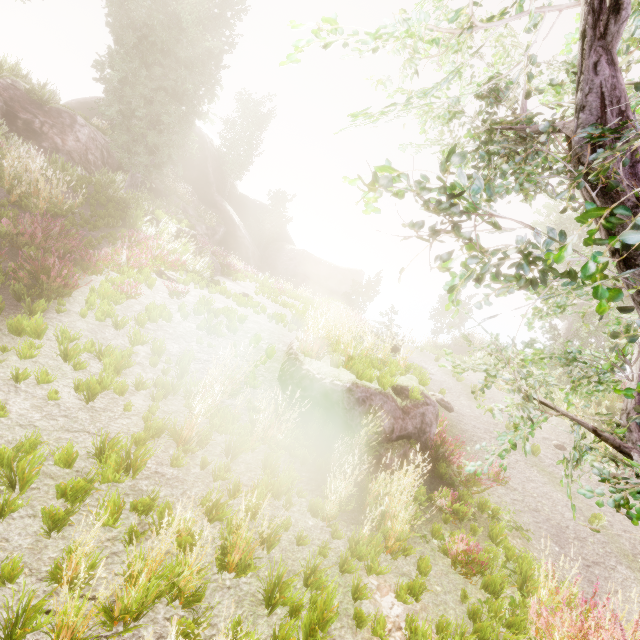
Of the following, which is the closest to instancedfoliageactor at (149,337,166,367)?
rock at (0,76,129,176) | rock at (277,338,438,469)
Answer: rock at (0,76,129,176)

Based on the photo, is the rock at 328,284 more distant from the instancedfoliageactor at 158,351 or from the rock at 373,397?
the rock at 373,397

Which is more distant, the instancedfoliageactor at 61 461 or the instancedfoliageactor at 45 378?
the instancedfoliageactor at 45 378

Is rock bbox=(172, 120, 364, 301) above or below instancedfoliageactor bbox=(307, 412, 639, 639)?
above

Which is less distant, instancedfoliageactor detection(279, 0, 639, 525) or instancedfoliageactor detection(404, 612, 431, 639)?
instancedfoliageactor detection(279, 0, 639, 525)

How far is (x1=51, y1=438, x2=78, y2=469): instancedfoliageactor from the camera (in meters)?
3.38

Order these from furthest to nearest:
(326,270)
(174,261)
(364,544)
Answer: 1. (326,270)
2. (174,261)
3. (364,544)
